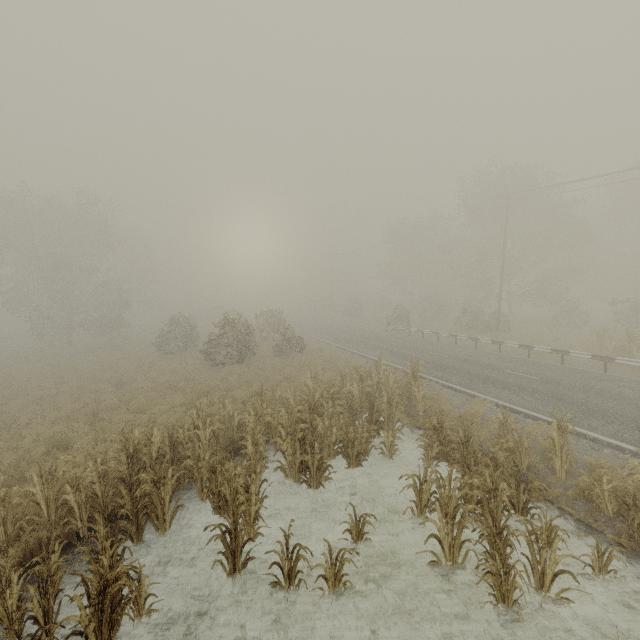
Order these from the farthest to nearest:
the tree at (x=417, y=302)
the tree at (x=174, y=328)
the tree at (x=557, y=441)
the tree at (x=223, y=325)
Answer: the tree at (x=417, y=302) → the tree at (x=174, y=328) → the tree at (x=223, y=325) → the tree at (x=557, y=441)

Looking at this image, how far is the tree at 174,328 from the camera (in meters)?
28.12

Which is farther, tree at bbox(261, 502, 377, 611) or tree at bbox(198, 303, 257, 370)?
tree at bbox(198, 303, 257, 370)

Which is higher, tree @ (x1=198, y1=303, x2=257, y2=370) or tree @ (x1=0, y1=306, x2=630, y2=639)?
tree @ (x1=198, y1=303, x2=257, y2=370)

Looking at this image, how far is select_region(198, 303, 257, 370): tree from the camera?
21.9 meters

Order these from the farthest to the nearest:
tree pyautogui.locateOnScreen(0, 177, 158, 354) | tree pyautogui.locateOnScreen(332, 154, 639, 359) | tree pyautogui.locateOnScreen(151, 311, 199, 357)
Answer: tree pyautogui.locateOnScreen(0, 177, 158, 354), tree pyautogui.locateOnScreen(332, 154, 639, 359), tree pyautogui.locateOnScreen(151, 311, 199, 357)

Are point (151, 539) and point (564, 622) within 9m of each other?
yes
